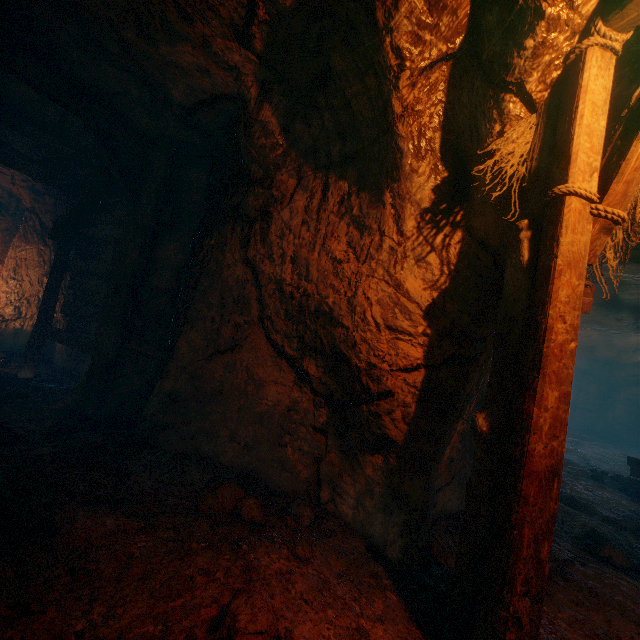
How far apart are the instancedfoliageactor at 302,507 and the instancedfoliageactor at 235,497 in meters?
0.2

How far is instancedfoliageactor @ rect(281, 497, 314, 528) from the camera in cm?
300

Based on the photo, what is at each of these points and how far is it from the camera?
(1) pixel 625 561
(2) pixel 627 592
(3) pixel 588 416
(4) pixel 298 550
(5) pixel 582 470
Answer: (1) instancedfoliageactor, 3.4m
(2) z, 2.9m
(3) cave, 22.2m
(4) instancedfoliageactor, 2.5m
(5) burlap sack, 8.3m

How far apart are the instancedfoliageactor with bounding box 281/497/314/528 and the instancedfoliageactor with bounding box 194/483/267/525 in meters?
0.2

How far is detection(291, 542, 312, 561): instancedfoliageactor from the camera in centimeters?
250cm

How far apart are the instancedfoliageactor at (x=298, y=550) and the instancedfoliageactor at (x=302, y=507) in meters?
0.3 m

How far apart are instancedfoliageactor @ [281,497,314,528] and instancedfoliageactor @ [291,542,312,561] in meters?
0.3

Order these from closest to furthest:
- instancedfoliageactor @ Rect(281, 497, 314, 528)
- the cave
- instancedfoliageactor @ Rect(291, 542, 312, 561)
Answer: instancedfoliageactor @ Rect(291, 542, 312, 561) → instancedfoliageactor @ Rect(281, 497, 314, 528) → the cave
